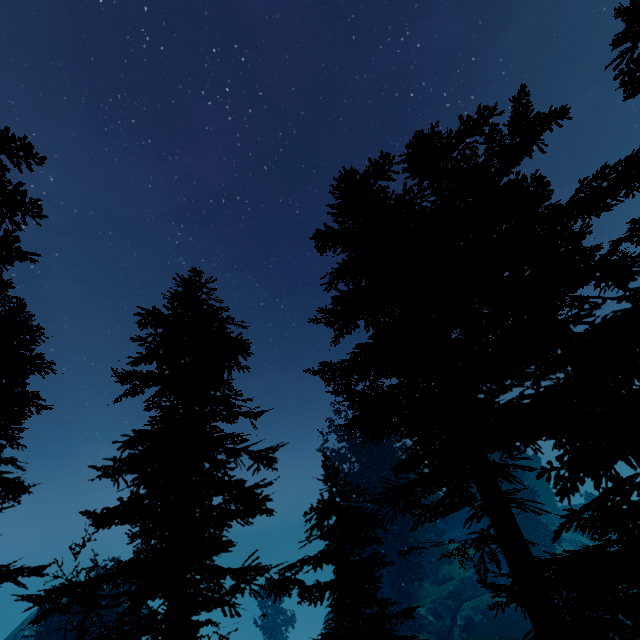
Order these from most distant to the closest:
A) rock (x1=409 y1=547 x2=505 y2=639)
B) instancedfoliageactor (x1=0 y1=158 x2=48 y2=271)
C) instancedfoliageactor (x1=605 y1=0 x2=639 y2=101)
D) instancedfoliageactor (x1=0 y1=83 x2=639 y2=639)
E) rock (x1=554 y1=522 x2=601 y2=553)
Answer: rock (x1=554 y1=522 x2=601 y2=553) → rock (x1=409 y1=547 x2=505 y2=639) → instancedfoliageactor (x1=0 y1=158 x2=48 y2=271) → instancedfoliageactor (x1=0 y1=83 x2=639 y2=639) → instancedfoliageactor (x1=605 y1=0 x2=639 y2=101)

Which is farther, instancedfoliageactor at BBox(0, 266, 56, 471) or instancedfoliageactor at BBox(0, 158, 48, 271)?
instancedfoliageactor at BBox(0, 266, 56, 471)

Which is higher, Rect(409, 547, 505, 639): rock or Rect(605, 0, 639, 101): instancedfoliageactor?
Rect(605, 0, 639, 101): instancedfoliageactor

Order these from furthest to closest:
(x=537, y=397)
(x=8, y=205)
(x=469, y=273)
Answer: (x=8, y=205)
(x=469, y=273)
(x=537, y=397)

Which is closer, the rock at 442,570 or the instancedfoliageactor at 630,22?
the instancedfoliageactor at 630,22

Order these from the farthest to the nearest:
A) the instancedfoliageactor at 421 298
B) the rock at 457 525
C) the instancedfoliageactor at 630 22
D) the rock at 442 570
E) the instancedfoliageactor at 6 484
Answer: the rock at 457 525 < the rock at 442 570 < the instancedfoliageactor at 6 484 < the instancedfoliageactor at 421 298 < the instancedfoliageactor at 630 22

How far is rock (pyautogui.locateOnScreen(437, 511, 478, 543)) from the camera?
44.91m
